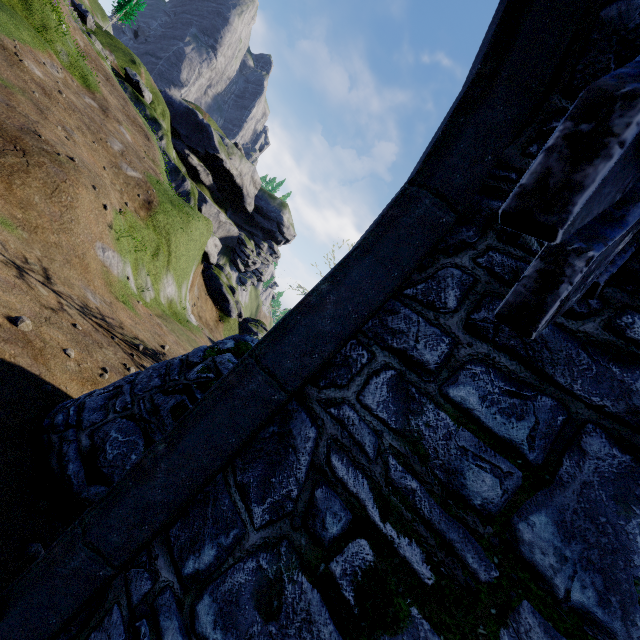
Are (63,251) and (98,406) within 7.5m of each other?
no

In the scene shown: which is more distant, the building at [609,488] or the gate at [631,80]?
the building at [609,488]

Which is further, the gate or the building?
the building

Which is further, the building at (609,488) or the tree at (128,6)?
the tree at (128,6)

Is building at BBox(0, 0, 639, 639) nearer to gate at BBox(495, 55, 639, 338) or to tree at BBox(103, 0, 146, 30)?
gate at BBox(495, 55, 639, 338)

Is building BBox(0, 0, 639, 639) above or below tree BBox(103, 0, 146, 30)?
below

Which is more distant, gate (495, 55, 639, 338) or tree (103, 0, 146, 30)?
tree (103, 0, 146, 30)

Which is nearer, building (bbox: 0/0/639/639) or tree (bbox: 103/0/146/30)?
building (bbox: 0/0/639/639)
